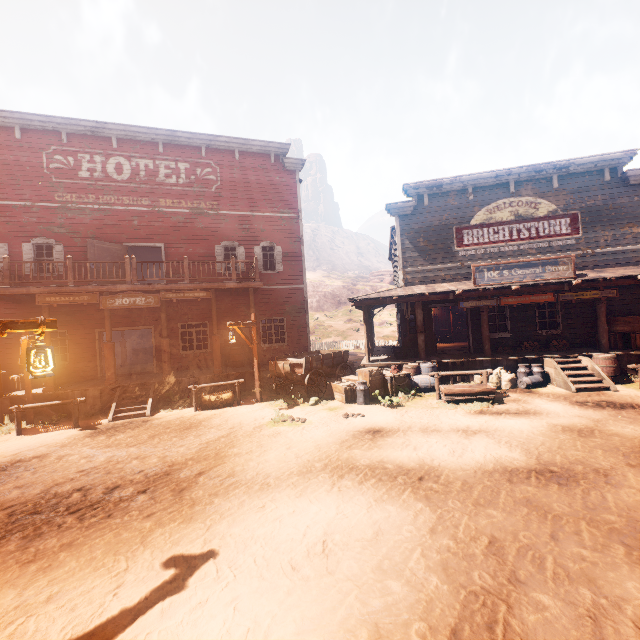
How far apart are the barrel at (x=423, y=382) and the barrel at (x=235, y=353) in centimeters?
756cm

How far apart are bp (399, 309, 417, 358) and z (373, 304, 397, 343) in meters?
28.0

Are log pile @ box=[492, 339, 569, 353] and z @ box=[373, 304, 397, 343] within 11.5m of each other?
no

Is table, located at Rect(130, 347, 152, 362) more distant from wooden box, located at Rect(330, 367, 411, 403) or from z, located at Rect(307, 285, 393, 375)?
wooden box, located at Rect(330, 367, 411, 403)

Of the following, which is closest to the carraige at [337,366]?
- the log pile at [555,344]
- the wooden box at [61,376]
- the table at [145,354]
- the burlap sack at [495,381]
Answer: the burlap sack at [495,381]

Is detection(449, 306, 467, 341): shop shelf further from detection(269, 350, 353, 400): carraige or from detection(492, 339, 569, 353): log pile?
detection(269, 350, 353, 400): carraige

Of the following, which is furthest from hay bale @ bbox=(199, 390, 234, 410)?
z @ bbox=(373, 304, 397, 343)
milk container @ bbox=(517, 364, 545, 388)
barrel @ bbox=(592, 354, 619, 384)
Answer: z @ bbox=(373, 304, 397, 343)

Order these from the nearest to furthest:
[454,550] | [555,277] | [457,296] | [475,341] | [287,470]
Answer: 1. [454,550]
2. [287,470]
3. [555,277]
4. [457,296]
5. [475,341]
